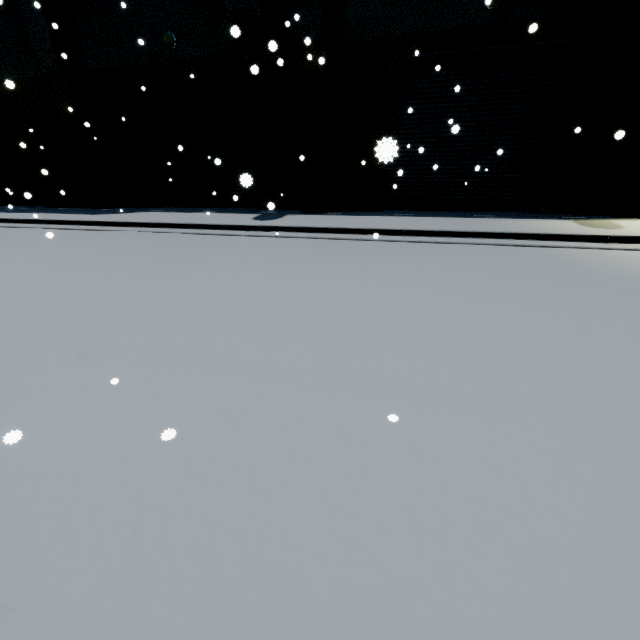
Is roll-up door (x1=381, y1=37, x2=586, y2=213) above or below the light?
below

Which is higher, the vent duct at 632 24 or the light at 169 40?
the light at 169 40

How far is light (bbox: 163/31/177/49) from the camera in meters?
10.8

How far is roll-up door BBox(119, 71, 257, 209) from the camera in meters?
11.7 m

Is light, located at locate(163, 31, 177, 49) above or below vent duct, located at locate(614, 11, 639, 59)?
above

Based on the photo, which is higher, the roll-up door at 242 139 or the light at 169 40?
the light at 169 40

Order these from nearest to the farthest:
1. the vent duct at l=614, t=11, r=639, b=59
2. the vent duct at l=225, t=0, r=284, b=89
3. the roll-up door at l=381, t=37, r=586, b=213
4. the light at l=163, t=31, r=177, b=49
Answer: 1. the vent duct at l=614, t=11, r=639, b=59
2. the vent duct at l=225, t=0, r=284, b=89
3. the roll-up door at l=381, t=37, r=586, b=213
4. the light at l=163, t=31, r=177, b=49

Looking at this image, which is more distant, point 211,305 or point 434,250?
point 434,250
